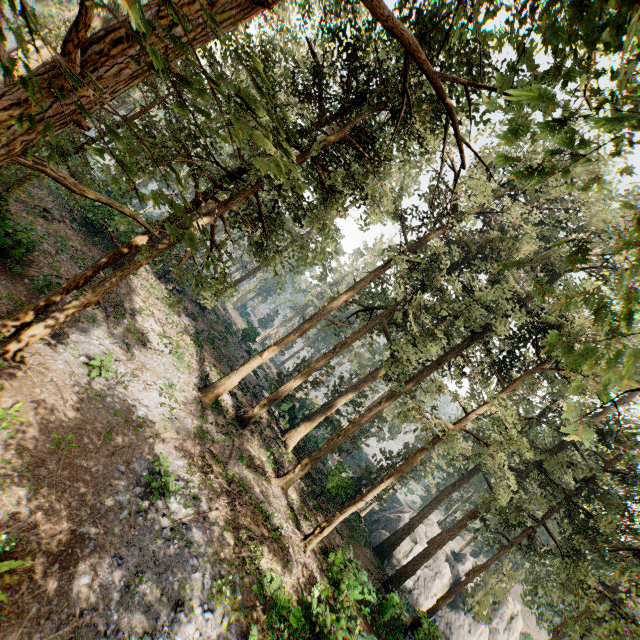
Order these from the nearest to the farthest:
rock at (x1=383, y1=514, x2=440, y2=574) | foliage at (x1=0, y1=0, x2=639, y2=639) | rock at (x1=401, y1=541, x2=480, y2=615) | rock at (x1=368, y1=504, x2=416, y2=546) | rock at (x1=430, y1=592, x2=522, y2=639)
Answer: foliage at (x1=0, y1=0, x2=639, y2=639) < rock at (x1=430, y1=592, x2=522, y2=639) < rock at (x1=401, y1=541, x2=480, y2=615) < rock at (x1=383, y1=514, x2=440, y2=574) < rock at (x1=368, y1=504, x2=416, y2=546)

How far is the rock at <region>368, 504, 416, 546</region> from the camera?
36.6m

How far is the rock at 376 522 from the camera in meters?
36.6 m

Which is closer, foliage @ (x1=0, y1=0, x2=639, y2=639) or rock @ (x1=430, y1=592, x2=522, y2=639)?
foliage @ (x1=0, y1=0, x2=639, y2=639)

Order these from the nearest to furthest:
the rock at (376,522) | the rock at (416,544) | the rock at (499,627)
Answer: the rock at (499,627), the rock at (416,544), the rock at (376,522)

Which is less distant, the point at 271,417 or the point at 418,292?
the point at 418,292
